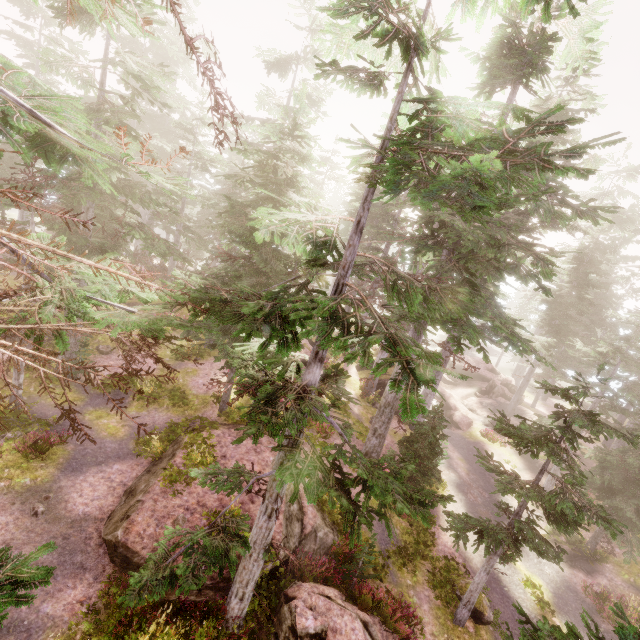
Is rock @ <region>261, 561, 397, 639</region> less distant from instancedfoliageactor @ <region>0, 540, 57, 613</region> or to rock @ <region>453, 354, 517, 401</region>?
instancedfoliageactor @ <region>0, 540, 57, 613</region>

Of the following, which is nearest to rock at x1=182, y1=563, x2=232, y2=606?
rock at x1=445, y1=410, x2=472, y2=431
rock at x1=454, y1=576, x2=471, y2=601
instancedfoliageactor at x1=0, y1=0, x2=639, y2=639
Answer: instancedfoliageactor at x1=0, y1=0, x2=639, y2=639

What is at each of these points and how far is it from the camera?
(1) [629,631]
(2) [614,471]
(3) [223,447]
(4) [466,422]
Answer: (1) instancedfoliageactor, 4.5m
(2) instancedfoliageactor, 17.0m
(3) rock, 14.3m
(4) rock, 29.8m

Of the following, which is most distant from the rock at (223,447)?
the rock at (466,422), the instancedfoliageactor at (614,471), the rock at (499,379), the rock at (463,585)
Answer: the rock at (499,379)

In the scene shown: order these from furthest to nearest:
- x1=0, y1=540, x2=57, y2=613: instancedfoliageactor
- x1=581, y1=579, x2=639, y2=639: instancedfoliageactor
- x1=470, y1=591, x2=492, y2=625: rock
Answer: x1=470, y1=591, x2=492, y2=625: rock → x1=581, y1=579, x2=639, y2=639: instancedfoliageactor → x1=0, y1=540, x2=57, y2=613: instancedfoliageactor

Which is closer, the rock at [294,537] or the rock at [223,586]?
the rock at [223,586]

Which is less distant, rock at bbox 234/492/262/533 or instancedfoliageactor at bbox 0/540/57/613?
instancedfoliageactor at bbox 0/540/57/613

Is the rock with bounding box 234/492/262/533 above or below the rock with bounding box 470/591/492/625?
above
